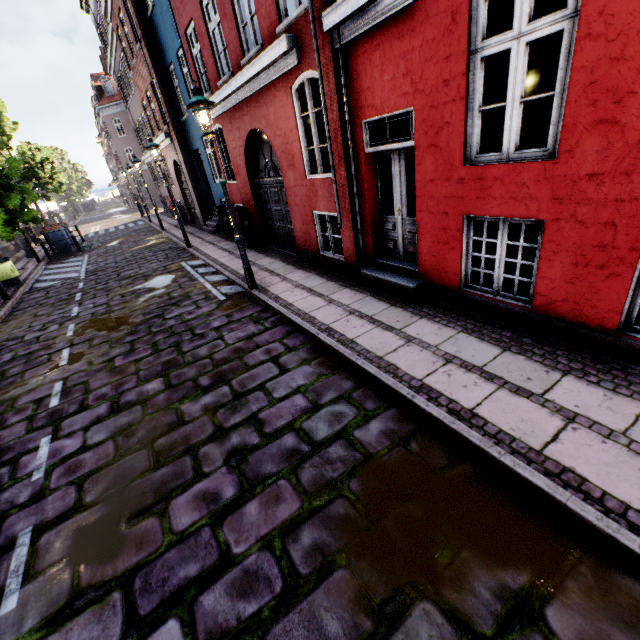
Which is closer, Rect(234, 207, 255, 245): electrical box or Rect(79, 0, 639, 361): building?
Rect(79, 0, 639, 361): building

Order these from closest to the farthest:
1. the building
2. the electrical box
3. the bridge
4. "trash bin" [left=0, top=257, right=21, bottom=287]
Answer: the building, the electrical box, "trash bin" [left=0, top=257, right=21, bottom=287], the bridge

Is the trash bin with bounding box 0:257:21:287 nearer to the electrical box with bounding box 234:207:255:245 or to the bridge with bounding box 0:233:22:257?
the electrical box with bounding box 234:207:255:245

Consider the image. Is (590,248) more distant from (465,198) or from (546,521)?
(546,521)

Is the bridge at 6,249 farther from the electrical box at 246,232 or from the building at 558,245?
the electrical box at 246,232

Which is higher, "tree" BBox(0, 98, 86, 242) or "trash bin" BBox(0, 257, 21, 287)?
"tree" BBox(0, 98, 86, 242)

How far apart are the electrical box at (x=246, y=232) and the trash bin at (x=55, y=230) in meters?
12.2 m

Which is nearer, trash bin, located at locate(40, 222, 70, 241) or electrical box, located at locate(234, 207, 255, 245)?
electrical box, located at locate(234, 207, 255, 245)
